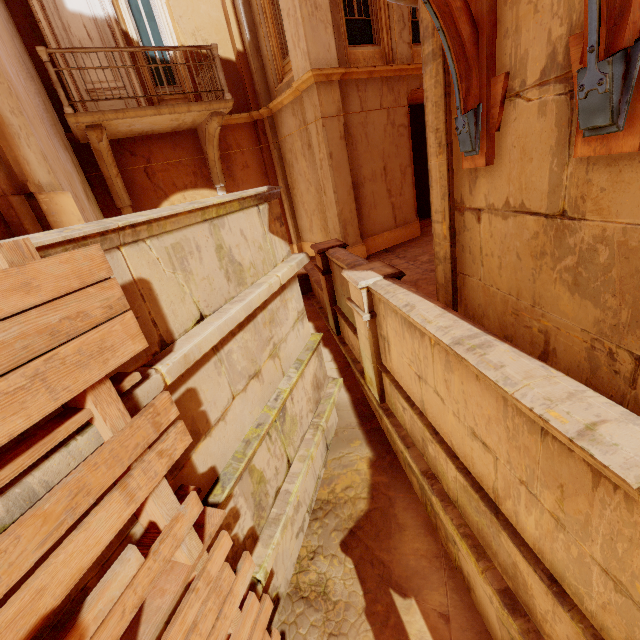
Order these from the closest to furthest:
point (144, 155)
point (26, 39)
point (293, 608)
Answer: point (293, 608) < point (26, 39) < point (144, 155)

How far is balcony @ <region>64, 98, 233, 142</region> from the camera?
6.7m

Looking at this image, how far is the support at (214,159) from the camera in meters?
8.1 m

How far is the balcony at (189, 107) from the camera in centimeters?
669cm

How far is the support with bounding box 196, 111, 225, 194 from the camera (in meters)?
8.07

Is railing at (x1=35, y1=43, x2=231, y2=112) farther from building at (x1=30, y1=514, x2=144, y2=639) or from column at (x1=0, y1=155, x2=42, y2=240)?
building at (x1=30, y1=514, x2=144, y2=639)

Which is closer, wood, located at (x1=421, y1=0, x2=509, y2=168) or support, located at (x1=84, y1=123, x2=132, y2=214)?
wood, located at (x1=421, y1=0, x2=509, y2=168)

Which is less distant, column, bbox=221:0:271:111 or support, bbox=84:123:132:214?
support, bbox=84:123:132:214
